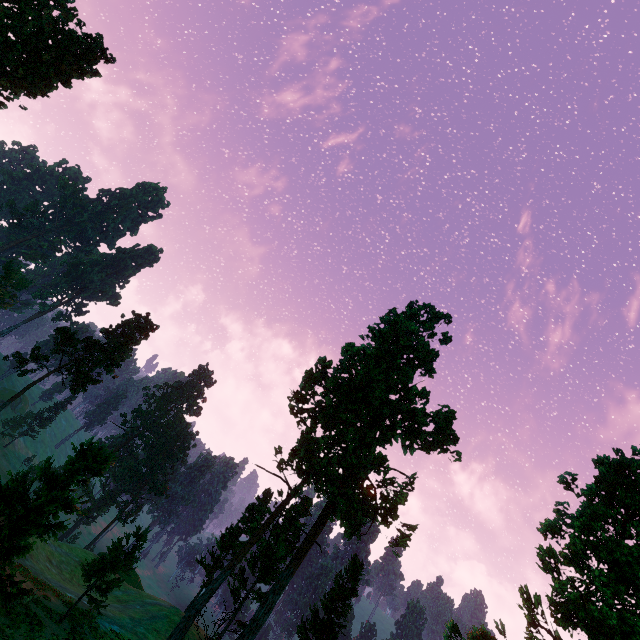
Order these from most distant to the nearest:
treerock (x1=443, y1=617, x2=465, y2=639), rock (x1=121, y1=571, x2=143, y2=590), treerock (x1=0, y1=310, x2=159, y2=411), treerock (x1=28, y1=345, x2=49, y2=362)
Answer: rock (x1=121, y1=571, x2=143, y2=590)
treerock (x1=0, y1=310, x2=159, y2=411)
treerock (x1=28, y1=345, x2=49, y2=362)
treerock (x1=443, y1=617, x2=465, y2=639)

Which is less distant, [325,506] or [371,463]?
[325,506]

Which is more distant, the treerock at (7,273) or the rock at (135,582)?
the treerock at (7,273)

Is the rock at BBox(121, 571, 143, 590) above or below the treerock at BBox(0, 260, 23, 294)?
below

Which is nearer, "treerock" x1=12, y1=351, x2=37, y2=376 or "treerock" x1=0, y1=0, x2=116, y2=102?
"treerock" x1=0, y1=0, x2=116, y2=102

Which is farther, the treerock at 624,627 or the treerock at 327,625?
the treerock at 327,625

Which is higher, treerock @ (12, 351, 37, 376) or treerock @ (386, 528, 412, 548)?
treerock @ (386, 528, 412, 548)
